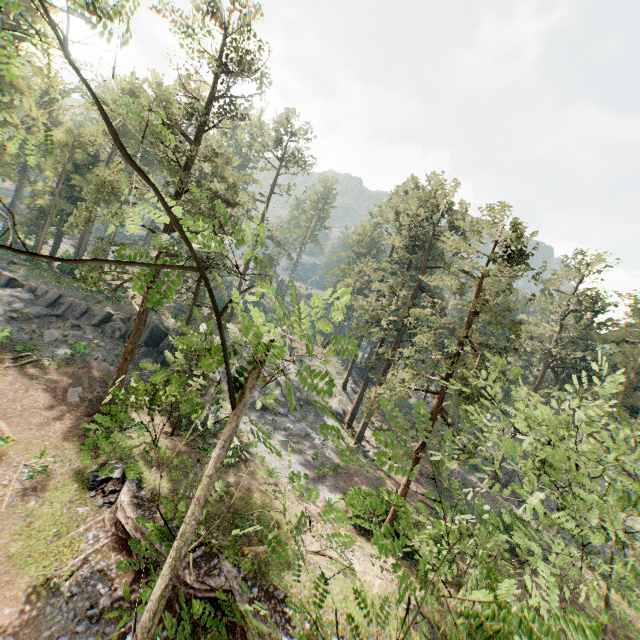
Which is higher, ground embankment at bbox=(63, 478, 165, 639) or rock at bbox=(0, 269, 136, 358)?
rock at bbox=(0, 269, 136, 358)

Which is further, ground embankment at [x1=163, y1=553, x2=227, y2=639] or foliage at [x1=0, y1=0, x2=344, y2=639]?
ground embankment at [x1=163, y1=553, x2=227, y2=639]

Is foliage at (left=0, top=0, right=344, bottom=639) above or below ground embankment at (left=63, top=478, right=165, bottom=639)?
above

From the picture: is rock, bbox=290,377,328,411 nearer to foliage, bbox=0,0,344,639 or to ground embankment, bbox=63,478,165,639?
foliage, bbox=0,0,344,639

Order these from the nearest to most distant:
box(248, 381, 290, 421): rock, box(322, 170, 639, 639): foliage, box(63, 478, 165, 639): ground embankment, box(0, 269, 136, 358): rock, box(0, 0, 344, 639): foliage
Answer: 1. box(0, 0, 344, 639): foliage
2. box(322, 170, 639, 639): foliage
3. box(63, 478, 165, 639): ground embankment
4. box(0, 269, 136, 358): rock
5. box(248, 381, 290, 421): rock

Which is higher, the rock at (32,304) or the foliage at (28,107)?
the foliage at (28,107)

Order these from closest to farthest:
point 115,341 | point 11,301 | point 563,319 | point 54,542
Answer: point 54,542, point 11,301, point 115,341, point 563,319

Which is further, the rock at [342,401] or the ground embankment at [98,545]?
the rock at [342,401]
